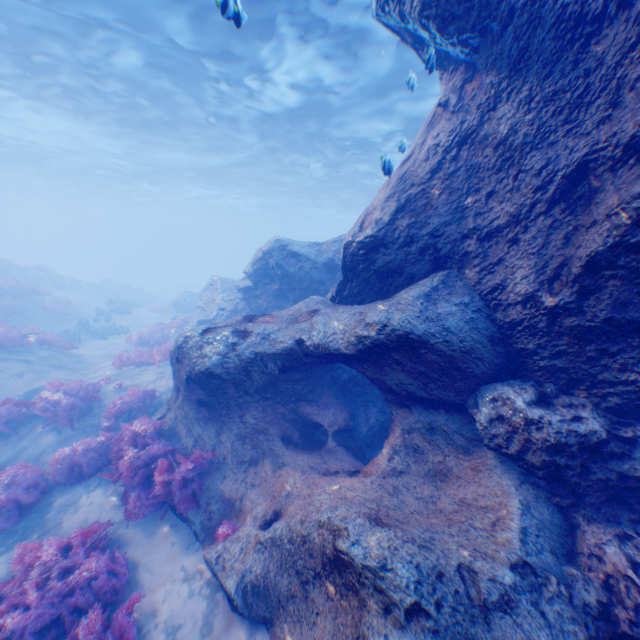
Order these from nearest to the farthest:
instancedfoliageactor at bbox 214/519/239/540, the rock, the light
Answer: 1. the rock
2. instancedfoliageactor at bbox 214/519/239/540
3. the light

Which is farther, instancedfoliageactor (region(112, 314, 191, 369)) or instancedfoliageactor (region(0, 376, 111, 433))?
instancedfoliageactor (region(112, 314, 191, 369))

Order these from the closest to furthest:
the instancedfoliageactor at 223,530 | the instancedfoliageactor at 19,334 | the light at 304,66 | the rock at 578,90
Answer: the rock at 578,90 < the instancedfoliageactor at 223,530 < the light at 304,66 < the instancedfoliageactor at 19,334

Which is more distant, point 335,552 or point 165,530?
point 165,530

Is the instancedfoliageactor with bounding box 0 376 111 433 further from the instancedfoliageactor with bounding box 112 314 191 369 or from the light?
the light

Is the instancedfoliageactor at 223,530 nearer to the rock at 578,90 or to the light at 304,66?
the rock at 578,90

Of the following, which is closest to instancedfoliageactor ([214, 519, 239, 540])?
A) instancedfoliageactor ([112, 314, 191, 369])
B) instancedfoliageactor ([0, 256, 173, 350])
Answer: instancedfoliageactor ([112, 314, 191, 369])

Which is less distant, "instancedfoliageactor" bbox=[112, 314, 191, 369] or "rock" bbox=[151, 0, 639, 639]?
"rock" bbox=[151, 0, 639, 639]
